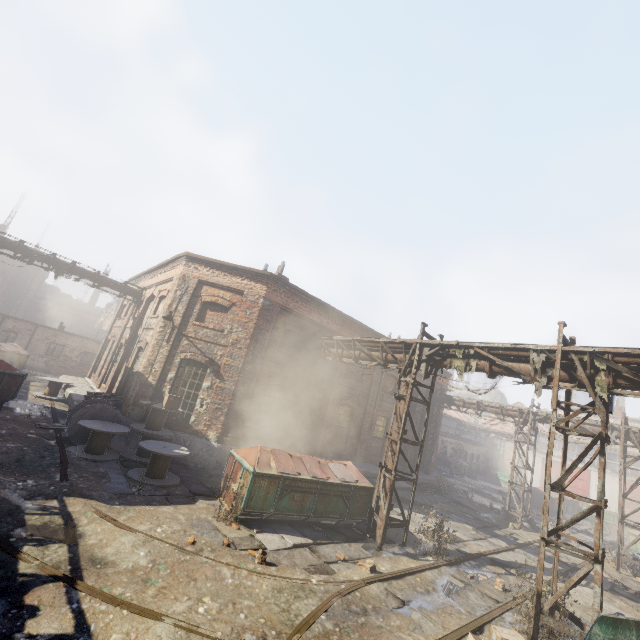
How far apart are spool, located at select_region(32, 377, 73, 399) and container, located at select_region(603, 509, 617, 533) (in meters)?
38.32

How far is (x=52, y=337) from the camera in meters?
27.2 m

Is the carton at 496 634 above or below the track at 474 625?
above

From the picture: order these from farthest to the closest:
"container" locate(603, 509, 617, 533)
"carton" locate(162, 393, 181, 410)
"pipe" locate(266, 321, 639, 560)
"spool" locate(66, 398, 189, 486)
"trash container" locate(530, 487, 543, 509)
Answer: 1. "trash container" locate(530, 487, 543, 509)
2. "container" locate(603, 509, 617, 533)
3. "carton" locate(162, 393, 181, 410)
4. "spool" locate(66, 398, 189, 486)
5. "pipe" locate(266, 321, 639, 560)

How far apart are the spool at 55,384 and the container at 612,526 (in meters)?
38.32

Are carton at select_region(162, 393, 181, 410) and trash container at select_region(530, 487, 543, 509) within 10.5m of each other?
no

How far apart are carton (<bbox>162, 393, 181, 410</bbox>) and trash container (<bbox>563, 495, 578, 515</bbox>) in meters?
31.1 m

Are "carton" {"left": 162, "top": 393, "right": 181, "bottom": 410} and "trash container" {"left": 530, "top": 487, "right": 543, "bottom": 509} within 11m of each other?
no
